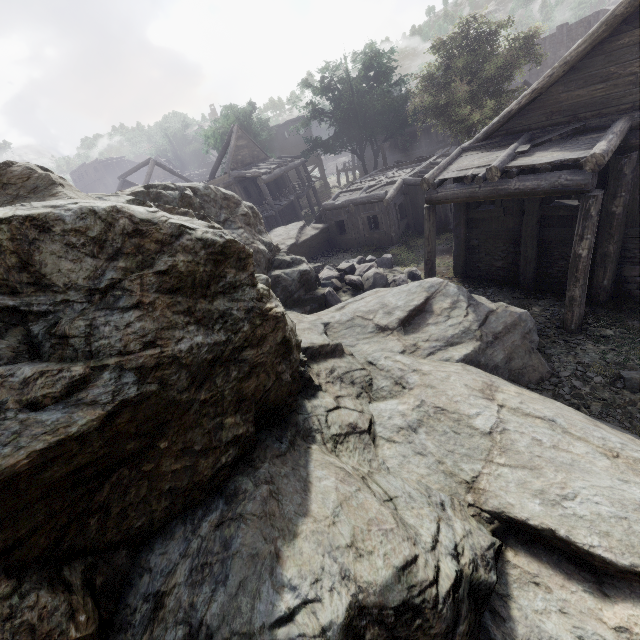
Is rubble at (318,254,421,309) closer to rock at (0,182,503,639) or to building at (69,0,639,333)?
rock at (0,182,503,639)

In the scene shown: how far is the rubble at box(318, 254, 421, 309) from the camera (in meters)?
12.72

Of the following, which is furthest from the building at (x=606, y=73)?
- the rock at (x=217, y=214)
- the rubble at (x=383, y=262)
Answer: the rubble at (x=383, y=262)

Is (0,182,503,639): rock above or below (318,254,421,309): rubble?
above

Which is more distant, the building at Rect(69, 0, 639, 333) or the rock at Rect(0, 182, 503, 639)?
the building at Rect(69, 0, 639, 333)

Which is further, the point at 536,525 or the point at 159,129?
the point at 159,129

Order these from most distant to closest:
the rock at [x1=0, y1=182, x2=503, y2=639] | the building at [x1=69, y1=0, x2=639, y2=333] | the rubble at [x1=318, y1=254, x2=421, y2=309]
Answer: the rubble at [x1=318, y1=254, x2=421, y2=309]
the building at [x1=69, y1=0, x2=639, y2=333]
the rock at [x1=0, y1=182, x2=503, y2=639]
